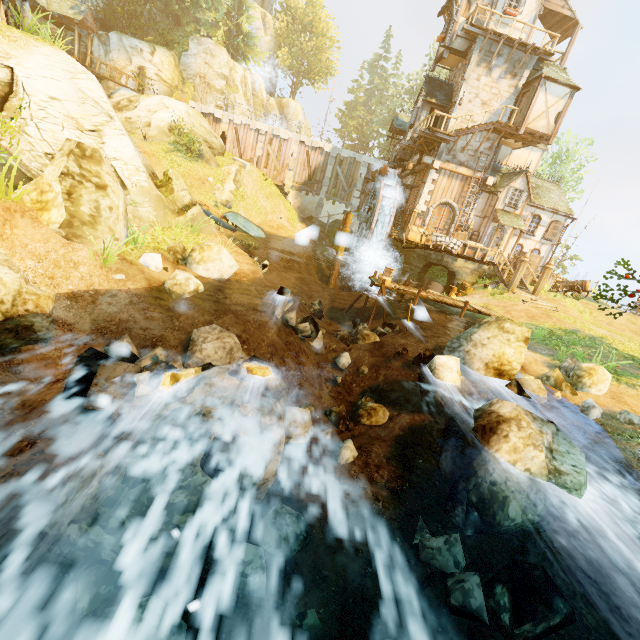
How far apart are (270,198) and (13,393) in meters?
27.0 m

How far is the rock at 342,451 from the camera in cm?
712

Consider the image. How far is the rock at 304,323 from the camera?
10.4m

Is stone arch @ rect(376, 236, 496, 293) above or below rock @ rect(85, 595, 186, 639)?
above

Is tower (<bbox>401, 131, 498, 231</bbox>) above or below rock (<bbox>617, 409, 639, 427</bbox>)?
above

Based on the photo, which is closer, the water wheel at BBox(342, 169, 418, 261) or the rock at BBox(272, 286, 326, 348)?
the rock at BBox(272, 286, 326, 348)

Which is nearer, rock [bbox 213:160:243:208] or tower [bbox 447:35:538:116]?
tower [bbox 447:35:538:116]

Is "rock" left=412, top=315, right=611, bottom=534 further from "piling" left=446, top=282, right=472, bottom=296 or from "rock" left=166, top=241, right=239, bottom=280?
"piling" left=446, top=282, right=472, bottom=296
